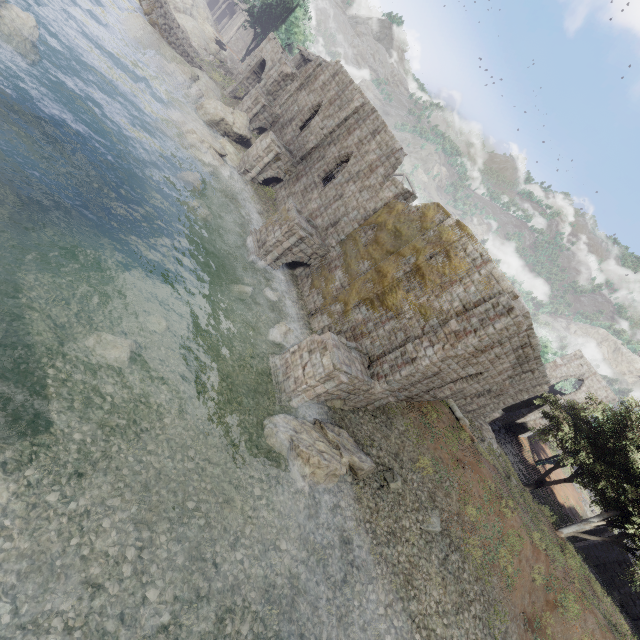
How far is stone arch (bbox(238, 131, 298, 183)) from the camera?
24.0 meters

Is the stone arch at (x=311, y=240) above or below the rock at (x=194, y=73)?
above

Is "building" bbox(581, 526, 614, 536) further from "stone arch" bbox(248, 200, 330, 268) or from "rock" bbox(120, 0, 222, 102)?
"rock" bbox(120, 0, 222, 102)

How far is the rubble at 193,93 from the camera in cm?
2633

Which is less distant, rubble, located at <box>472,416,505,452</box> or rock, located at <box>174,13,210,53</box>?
rubble, located at <box>472,416,505,452</box>

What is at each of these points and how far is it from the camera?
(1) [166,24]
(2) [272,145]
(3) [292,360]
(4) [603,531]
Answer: (1) bridge, 28.20m
(2) stone arch, 23.78m
(3) stone arch, 14.14m
(4) building, 28.83m

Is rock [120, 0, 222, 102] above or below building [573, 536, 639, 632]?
below

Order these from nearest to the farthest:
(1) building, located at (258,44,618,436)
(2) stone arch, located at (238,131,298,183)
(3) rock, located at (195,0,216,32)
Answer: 1. (1) building, located at (258,44,618,436)
2. (2) stone arch, located at (238,131,298,183)
3. (3) rock, located at (195,0,216,32)
